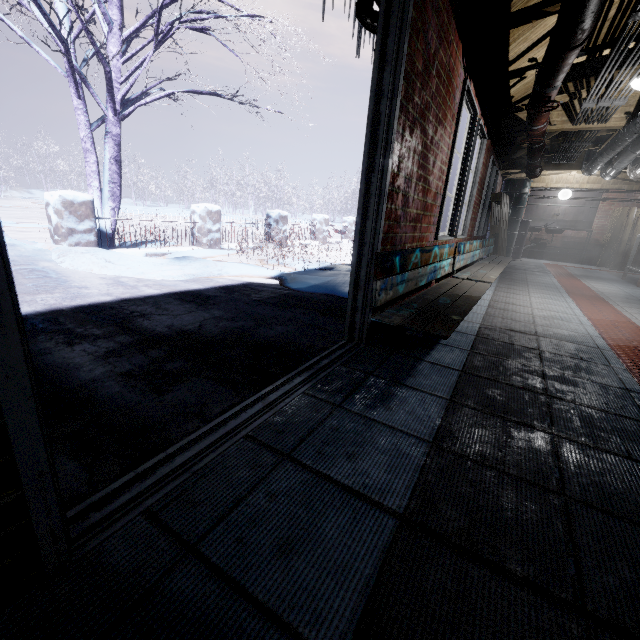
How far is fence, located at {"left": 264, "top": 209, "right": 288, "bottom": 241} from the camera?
8.2 meters

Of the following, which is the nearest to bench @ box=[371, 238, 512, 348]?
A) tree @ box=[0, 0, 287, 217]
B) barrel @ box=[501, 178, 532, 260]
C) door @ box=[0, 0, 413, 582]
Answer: door @ box=[0, 0, 413, 582]

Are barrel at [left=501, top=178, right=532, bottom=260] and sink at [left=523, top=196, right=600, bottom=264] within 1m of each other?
yes

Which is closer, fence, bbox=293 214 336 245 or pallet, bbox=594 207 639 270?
pallet, bbox=594 207 639 270

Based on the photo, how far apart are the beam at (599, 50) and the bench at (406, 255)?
1.51m

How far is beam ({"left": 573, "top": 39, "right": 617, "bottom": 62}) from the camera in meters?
2.6

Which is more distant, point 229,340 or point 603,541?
point 229,340

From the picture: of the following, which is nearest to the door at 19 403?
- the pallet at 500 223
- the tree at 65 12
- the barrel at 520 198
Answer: the tree at 65 12
